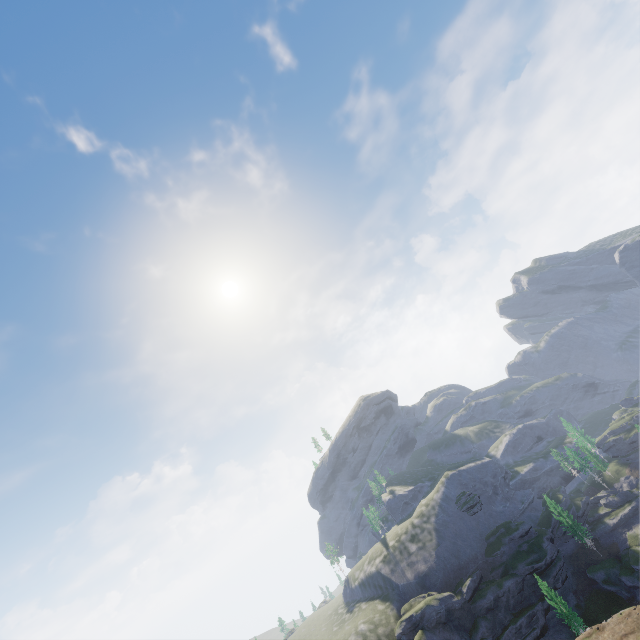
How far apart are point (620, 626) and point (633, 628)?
1.5m
